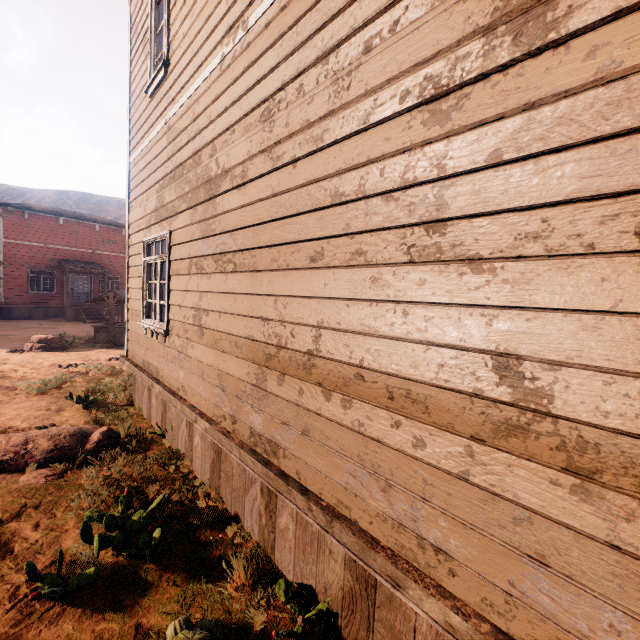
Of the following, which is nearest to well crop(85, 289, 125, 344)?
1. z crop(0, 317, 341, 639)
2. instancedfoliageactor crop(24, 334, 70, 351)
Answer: z crop(0, 317, 341, 639)

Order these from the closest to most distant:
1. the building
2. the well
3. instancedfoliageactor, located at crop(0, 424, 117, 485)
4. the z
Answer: the building < the z < instancedfoliageactor, located at crop(0, 424, 117, 485) < the well

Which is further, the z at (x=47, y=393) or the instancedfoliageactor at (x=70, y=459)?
the instancedfoliageactor at (x=70, y=459)

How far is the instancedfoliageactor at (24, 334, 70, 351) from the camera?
11.6m

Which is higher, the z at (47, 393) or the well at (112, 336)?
the well at (112, 336)

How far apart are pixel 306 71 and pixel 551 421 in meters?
2.8

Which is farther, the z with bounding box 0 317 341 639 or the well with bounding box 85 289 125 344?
the well with bounding box 85 289 125 344

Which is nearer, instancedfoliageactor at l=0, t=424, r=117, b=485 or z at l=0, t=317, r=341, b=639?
z at l=0, t=317, r=341, b=639
